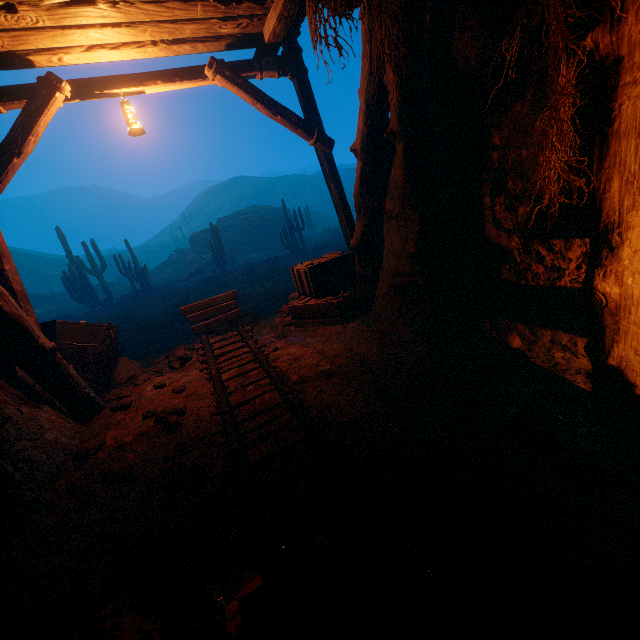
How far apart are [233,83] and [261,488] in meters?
5.4

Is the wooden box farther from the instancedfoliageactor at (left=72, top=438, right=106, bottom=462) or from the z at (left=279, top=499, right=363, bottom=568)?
the instancedfoliageactor at (left=72, top=438, right=106, bottom=462)

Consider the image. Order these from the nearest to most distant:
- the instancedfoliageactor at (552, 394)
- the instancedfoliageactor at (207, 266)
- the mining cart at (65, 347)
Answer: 1. the instancedfoliageactor at (552, 394)
2. the mining cart at (65, 347)
3. the instancedfoliageactor at (207, 266)

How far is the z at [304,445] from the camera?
2.88m

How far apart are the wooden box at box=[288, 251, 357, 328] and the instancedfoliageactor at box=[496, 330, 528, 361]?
2.4 meters

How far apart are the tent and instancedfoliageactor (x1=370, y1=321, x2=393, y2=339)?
1.8 meters

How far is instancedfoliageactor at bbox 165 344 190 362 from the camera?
5.63m

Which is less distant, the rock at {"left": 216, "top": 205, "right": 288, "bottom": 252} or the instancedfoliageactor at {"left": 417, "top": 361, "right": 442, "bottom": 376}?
the instancedfoliageactor at {"left": 417, "top": 361, "right": 442, "bottom": 376}
